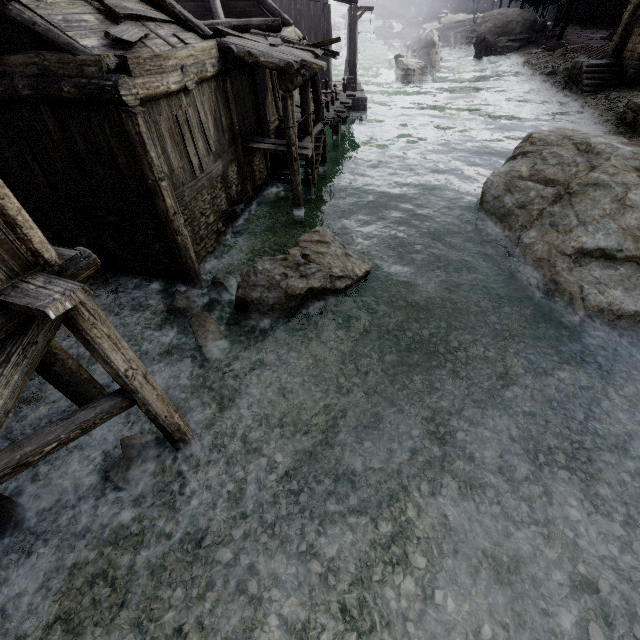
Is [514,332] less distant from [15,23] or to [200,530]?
[200,530]

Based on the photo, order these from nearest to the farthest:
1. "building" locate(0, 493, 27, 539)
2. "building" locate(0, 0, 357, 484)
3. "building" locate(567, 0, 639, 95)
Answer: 1. "building" locate(0, 0, 357, 484)
2. "building" locate(0, 493, 27, 539)
3. "building" locate(567, 0, 639, 95)

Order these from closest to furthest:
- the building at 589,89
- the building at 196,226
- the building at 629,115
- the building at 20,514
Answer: the building at 196,226
the building at 20,514
the building at 629,115
the building at 589,89

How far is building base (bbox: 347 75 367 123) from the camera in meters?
22.8

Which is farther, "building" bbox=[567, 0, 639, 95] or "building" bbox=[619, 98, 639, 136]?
"building" bbox=[567, 0, 639, 95]

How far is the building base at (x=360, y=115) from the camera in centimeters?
2275cm
